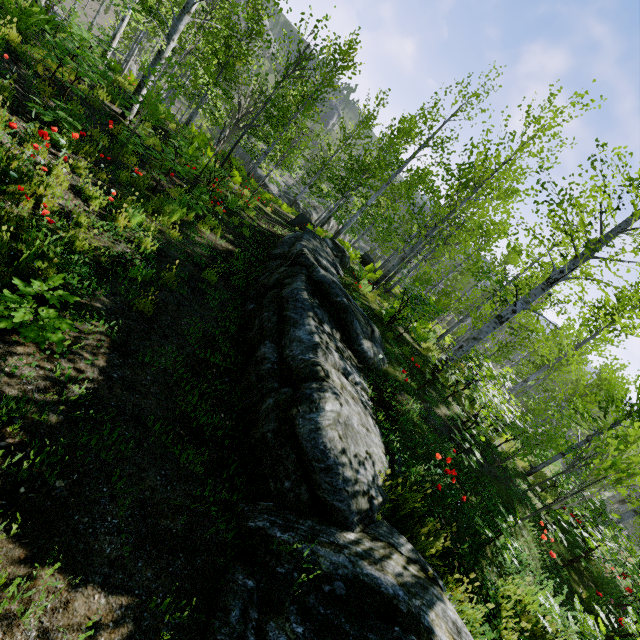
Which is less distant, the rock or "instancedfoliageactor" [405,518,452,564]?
the rock

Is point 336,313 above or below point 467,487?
above

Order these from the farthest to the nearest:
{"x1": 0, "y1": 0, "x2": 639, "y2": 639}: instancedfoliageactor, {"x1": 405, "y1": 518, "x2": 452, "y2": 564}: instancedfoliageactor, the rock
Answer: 1. {"x1": 0, "y1": 0, "x2": 639, "y2": 639}: instancedfoliageactor
2. {"x1": 405, "y1": 518, "x2": 452, "y2": 564}: instancedfoliageactor
3. the rock

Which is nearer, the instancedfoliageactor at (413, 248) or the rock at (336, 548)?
the rock at (336, 548)

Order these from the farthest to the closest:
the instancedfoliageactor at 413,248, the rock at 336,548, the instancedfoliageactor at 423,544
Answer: the instancedfoliageactor at 413,248 → the instancedfoliageactor at 423,544 → the rock at 336,548

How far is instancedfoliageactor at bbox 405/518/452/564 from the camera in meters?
3.3

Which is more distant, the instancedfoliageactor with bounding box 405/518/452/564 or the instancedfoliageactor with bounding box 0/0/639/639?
the instancedfoliageactor with bounding box 0/0/639/639
